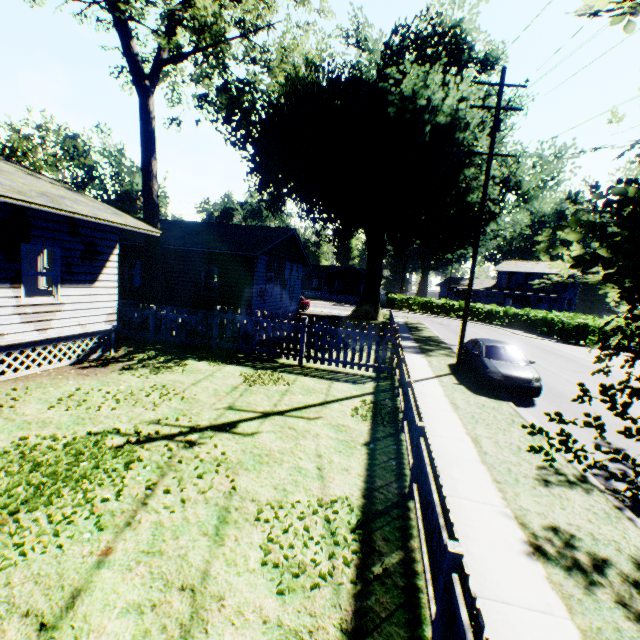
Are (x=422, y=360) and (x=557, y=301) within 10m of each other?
no

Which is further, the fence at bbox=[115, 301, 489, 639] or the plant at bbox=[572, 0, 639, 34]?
the fence at bbox=[115, 301, 489, 639]

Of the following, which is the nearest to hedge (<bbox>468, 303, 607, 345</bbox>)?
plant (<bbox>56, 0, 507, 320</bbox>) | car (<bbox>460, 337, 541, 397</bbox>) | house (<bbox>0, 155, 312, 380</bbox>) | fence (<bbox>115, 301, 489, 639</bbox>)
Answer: plant (<bbox>56, 0, 507, 320</bbox>)

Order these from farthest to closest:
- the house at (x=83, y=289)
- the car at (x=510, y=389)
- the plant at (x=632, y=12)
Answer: the car at (x=510, y=389) < the house at (x=83, y=289) < the plant at (x=632, y=12)

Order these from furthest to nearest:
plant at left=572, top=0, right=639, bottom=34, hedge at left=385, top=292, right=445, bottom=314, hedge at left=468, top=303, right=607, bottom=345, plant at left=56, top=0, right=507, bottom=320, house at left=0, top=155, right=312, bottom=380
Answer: hedge at left=385, top=292, right=445, bottom=314
hedge at left=468, top=303, right=607, bottom=345
plant at left=56, top=0, right=507, bottom=320
house at left=0, top=155, right=312, bottom=380
plant at left=572, top=0, right=639, bottom=34

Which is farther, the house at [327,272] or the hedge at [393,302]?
the house at [327,272]

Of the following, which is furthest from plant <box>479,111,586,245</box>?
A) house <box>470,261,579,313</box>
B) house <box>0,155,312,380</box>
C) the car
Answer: house <box>470,261,579,313</box>

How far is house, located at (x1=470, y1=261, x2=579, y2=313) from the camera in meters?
49.1
